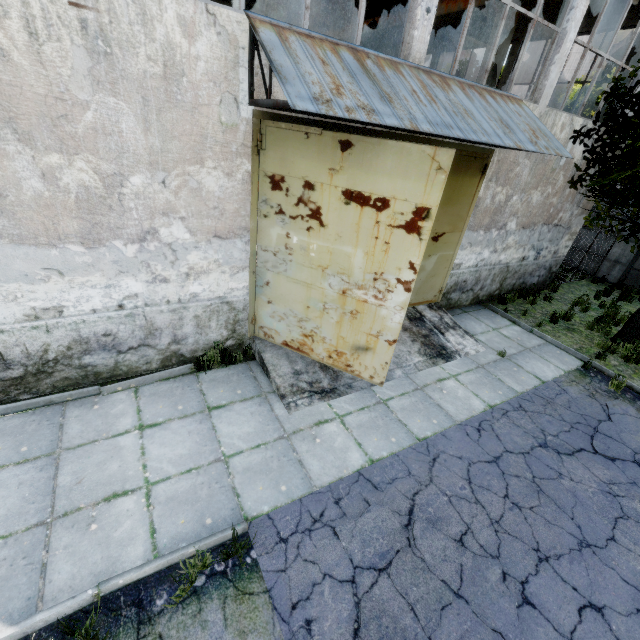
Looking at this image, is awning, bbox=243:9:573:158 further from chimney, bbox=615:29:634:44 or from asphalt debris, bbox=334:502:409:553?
chimney, bbox=615:29:634:44

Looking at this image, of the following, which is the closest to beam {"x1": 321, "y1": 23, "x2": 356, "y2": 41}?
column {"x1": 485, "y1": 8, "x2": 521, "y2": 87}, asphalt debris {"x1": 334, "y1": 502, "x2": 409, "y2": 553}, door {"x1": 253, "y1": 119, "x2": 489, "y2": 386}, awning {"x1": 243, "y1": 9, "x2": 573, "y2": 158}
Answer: column {"x1": 485, "y1": 8, "x2": 521, "y2": 87}

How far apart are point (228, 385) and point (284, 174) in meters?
3.8

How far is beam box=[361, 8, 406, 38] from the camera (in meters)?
12.71

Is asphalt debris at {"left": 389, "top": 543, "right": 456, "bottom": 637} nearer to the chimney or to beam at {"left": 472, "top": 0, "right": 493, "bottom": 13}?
beam at {"left": 472, "top": 0, "right": 493, "bottom": 13}

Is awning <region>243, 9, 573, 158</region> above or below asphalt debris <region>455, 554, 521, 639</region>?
above

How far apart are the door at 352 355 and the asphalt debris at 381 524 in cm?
202

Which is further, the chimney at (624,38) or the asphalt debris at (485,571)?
the chimney at (624,38)
